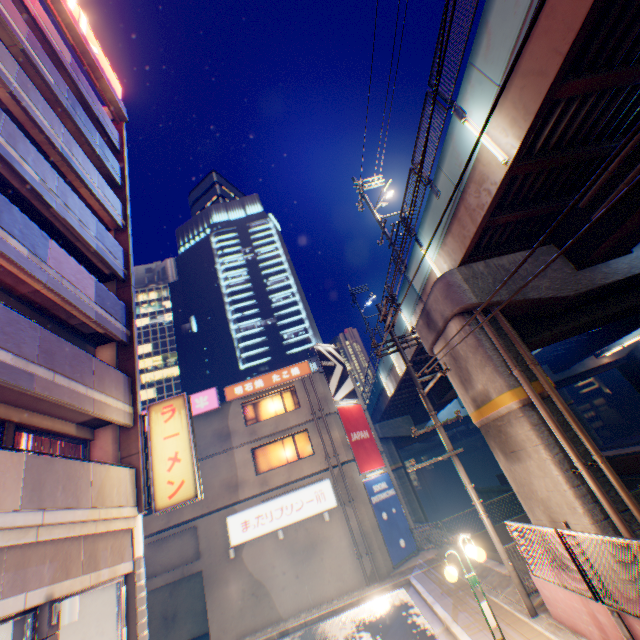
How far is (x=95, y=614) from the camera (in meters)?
8.41

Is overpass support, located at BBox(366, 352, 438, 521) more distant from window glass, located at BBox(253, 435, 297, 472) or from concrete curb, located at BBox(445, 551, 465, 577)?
window glass, located at BBox(253, 435, 297, 472)

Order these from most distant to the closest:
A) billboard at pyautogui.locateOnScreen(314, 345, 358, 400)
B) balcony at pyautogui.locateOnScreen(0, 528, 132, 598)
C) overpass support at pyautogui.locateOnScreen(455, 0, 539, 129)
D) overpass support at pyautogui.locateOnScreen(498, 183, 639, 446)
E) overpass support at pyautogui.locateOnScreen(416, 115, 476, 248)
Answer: billboard at pyautogui.locateOnScreen(314, 345, 358, 400) < overpass support at pyautogui.locateOnScreen(498, 183, 639, 446) < overpass support at pyautogui.locateOnScreen(416, 115, 476, 248) < overpass support at pyautogui.locateOnScreen(455, 0, 539, 129) < balcony at pyautogui.locateOnScreen(0, 528, 132, 598)

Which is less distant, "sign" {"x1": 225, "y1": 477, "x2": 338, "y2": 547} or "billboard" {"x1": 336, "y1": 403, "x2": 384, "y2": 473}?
"sign" {"x1": 225, "y1": 477, "x2": 338, "y2": 547}

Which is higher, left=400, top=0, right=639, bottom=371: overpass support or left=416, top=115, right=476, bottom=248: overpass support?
left=416, top=115, right=476, bottom=248: overpass support

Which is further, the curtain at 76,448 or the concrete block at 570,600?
the curtain at 76,448

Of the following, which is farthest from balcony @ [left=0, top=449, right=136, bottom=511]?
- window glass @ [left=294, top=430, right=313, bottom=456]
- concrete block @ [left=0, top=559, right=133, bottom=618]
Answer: window glass @ [left=294, top=430, right=313, bottom=456]

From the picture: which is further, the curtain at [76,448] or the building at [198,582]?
the building at [198,582]
